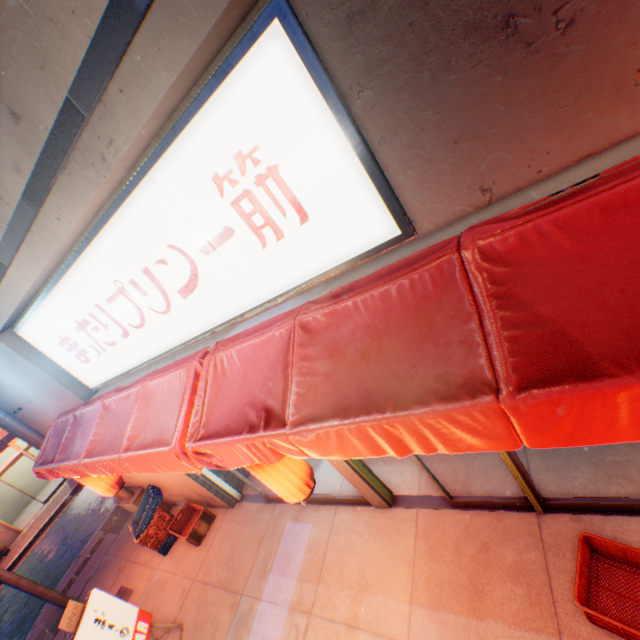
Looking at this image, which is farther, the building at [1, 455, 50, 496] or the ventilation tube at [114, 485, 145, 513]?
the building at [1, 455, 50, 496]

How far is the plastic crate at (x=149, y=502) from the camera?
6.9m

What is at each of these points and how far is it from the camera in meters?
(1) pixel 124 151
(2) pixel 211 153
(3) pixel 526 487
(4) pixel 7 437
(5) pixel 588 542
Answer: (1) building, 2.2
(2) sign, 2.3
(3) door, 3.5
(4) awning, 13.8
(5) plastic crate, 3.2

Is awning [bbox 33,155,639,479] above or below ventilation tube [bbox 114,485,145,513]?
above

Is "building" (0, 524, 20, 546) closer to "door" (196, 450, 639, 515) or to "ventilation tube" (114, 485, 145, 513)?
"ventilation tube" (114, 485, 145, 513)

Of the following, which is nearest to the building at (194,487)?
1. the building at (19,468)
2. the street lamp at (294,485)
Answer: the street lamp at (294,485)

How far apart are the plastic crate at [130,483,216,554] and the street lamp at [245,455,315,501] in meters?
4.5 m

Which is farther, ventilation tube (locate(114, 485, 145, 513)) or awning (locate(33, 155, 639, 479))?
ventilation tube (locate(114, 485, 145, 513))
